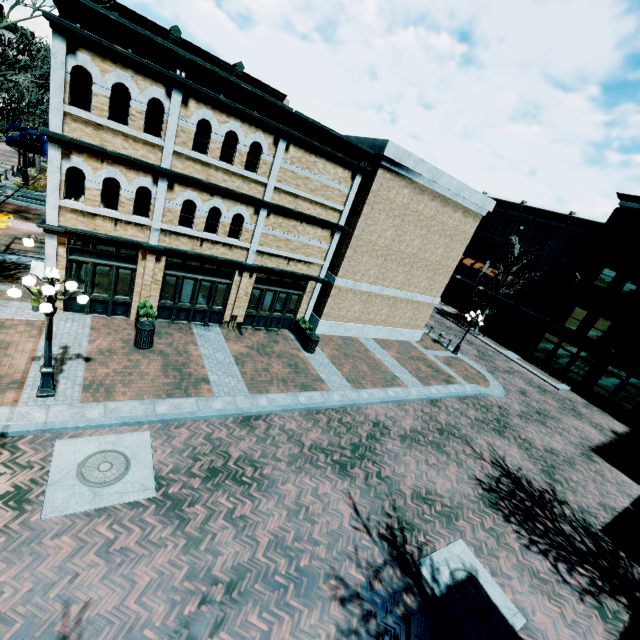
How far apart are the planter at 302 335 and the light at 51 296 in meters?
9.7 m

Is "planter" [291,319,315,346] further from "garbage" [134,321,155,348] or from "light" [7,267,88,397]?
"light" [7,267,88,397]

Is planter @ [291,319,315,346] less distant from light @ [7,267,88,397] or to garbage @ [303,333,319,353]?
garbage @ [303,333,319,353]

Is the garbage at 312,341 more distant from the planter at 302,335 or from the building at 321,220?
the building at 321,220

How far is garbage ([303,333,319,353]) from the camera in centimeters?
1583cm

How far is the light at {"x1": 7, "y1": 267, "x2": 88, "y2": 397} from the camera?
7.29m

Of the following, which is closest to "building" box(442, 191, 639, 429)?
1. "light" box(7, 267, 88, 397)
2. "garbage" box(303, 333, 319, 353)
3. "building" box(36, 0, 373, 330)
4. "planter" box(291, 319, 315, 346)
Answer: "building" box(36, 0, 373, 330)

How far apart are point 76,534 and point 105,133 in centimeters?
1110cm
